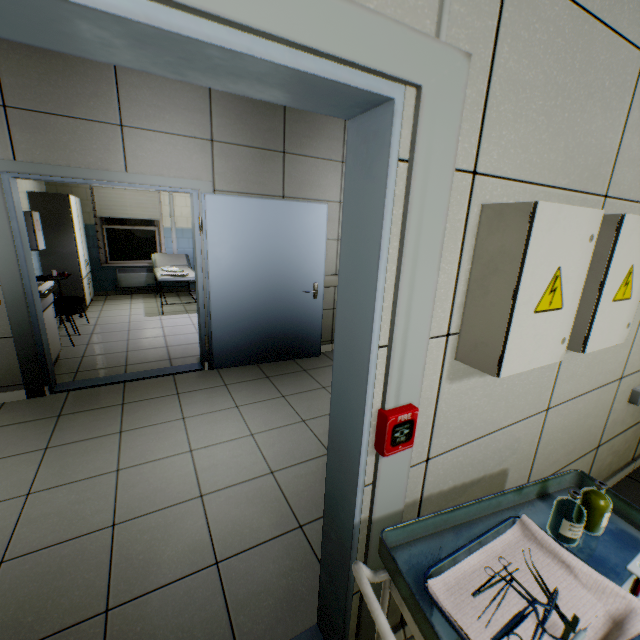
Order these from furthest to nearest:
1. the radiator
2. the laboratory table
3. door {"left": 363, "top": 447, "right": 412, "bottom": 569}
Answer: the radiator, the laboratory table, door {"left": 363, "top": 447, "right": 412, "bottom": 569}

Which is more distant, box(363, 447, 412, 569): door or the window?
the window

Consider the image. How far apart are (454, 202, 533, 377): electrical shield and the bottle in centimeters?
41cm

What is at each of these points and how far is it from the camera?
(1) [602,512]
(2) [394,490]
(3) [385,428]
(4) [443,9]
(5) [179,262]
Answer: (1) bottle, 1.0 meters
(2) door, 1.1 meters
(3) fire alarm, 1.0 meters
(4) cable duct, 0.7 meters
(5) couch, 7.6 meters

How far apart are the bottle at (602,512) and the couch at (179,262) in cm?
628

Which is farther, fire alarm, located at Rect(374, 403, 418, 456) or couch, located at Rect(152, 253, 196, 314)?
couch, located at Rect(152, 253, 196, 314)

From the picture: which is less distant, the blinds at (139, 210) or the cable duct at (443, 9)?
the cable duct at (443, 9)

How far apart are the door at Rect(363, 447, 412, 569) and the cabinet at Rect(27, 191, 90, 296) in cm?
638
